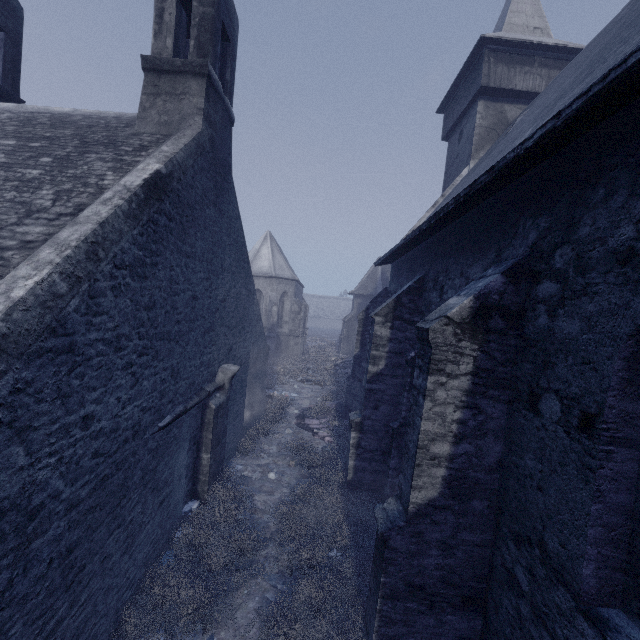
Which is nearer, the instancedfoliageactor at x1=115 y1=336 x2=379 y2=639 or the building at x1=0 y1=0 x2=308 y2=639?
the building at x1=0 y1=0 x2=308 y2=639

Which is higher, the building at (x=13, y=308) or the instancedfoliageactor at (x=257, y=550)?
the building at (x=13, y=308)

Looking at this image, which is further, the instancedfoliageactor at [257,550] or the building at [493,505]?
the instancedfoliageactor at [257,550]

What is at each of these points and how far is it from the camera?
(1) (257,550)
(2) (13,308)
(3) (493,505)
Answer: (1) instancedfoliageactor, 6.47m
(2) building, 2.63m
(3) building, 4.23m

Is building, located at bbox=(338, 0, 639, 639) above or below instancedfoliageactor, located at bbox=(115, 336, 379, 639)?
above
